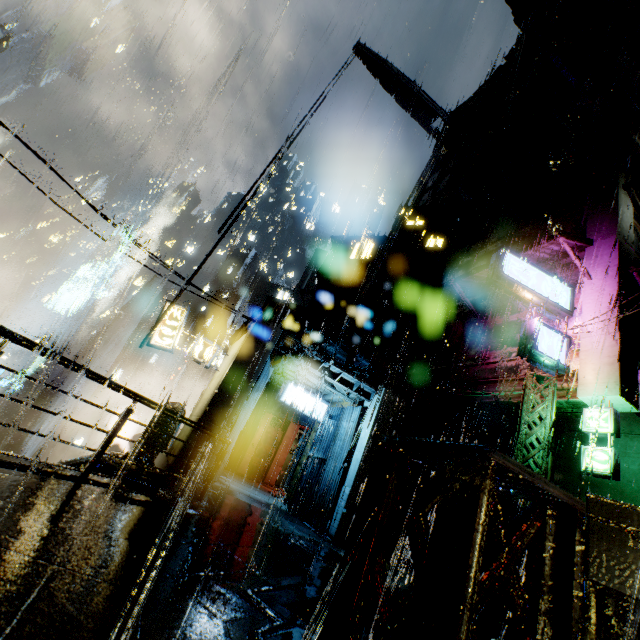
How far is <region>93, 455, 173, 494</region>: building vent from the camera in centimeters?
934cm

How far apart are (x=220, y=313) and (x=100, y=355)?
17.7 meters

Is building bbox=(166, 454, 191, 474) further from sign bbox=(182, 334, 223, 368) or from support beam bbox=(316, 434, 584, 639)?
sign bbox=(182, 334, 223, 368)

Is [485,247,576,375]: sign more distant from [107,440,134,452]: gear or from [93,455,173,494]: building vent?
[107,440,134,452]: gear

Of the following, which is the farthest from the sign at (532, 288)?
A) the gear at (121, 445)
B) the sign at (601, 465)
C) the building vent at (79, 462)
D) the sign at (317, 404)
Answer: the gear at (121, 445)

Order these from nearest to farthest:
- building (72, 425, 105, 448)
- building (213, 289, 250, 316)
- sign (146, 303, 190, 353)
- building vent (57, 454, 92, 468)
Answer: building vent (57, 454, 92, 468) < sign (146, 303, 190, 353) < building (72, 425, 105, 448) < building (213, 289, 250, 316)

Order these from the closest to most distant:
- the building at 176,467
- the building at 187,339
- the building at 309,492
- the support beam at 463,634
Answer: the support beam at 463,634 < the building at 176,467 < the building at 309,492 < the building at 187,339

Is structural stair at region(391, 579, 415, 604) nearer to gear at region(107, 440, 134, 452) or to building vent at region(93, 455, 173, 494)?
building vent at region(93, 455, 173, 494)
